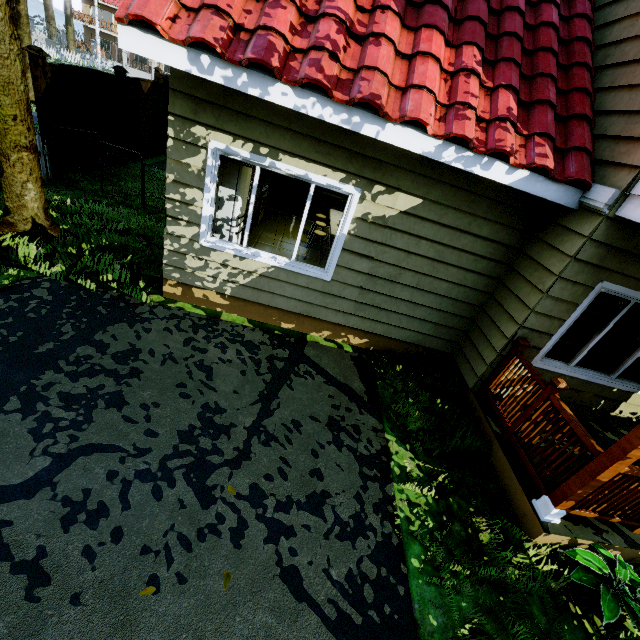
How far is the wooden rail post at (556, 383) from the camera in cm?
361

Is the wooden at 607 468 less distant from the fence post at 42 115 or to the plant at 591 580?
the plant at 591 580

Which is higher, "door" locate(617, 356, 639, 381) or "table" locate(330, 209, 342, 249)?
"table" locate(330, 209, 342, 249)

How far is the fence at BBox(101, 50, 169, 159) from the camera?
9.7 meters

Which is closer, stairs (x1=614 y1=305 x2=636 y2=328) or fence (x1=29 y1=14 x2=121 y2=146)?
fence (x1=29 y1=14 x2=121 y2=146)

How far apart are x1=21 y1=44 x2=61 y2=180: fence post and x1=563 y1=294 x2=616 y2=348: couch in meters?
12.5 m

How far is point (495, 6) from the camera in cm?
404

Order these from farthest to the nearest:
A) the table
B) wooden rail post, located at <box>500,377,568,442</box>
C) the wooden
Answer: the table → wooden rail post, located at <box>500,377,568,442</box> → the wooden
